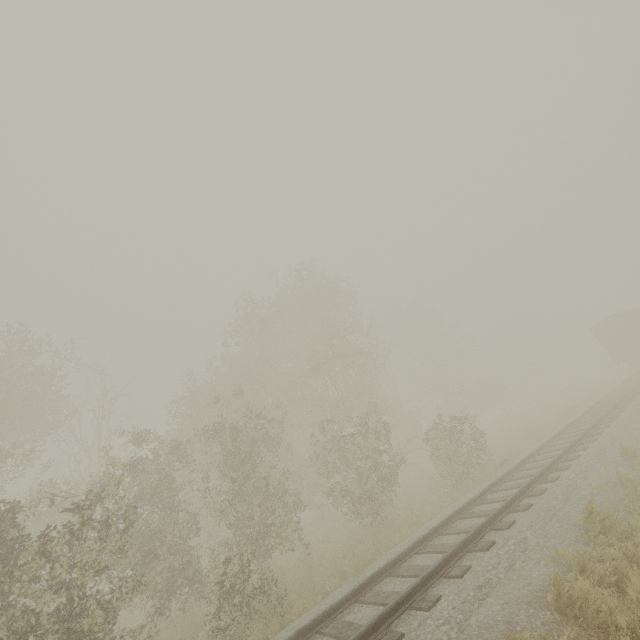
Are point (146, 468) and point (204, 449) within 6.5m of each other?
yes
